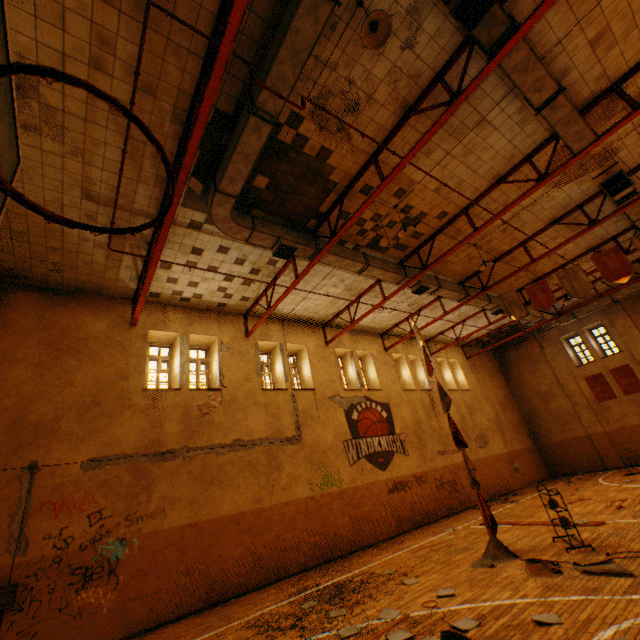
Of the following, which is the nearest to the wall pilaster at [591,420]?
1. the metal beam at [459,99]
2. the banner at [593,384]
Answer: the banner at [593,384]

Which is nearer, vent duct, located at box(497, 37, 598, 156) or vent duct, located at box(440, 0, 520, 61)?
vent duct, located at box(440, 0, 520, 61)

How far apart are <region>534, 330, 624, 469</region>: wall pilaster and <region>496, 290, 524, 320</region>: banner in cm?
1209

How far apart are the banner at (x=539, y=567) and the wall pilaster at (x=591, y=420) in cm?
1577

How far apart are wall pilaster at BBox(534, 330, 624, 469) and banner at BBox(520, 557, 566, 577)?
15.8 meters

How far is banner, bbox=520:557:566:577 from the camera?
→ 5.87m

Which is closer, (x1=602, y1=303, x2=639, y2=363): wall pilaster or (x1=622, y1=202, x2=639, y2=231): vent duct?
(x1=622, y1=202, x2=639, y2=231): vent duct

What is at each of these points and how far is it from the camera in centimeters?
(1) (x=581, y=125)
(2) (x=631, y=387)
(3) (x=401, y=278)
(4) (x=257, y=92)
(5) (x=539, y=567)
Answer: (1) vent duct, 718cm
(2) banner, 1808cm
(3) vent duct, 1176cm
(4) vent duct, 561cm
(5) banner, 621cm
